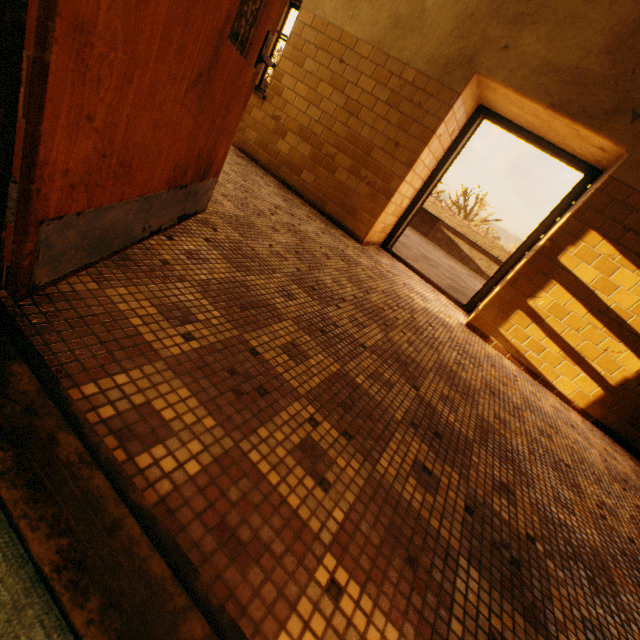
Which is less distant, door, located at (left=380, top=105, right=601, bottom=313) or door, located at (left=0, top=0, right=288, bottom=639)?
door, located at (left=0, top=0, right=288, bottom=639)

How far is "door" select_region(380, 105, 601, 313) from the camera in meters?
3.9

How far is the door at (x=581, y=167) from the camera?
3.88m

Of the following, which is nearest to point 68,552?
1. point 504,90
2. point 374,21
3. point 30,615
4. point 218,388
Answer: point 30,615

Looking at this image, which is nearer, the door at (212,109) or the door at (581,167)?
the door at (212,109)
